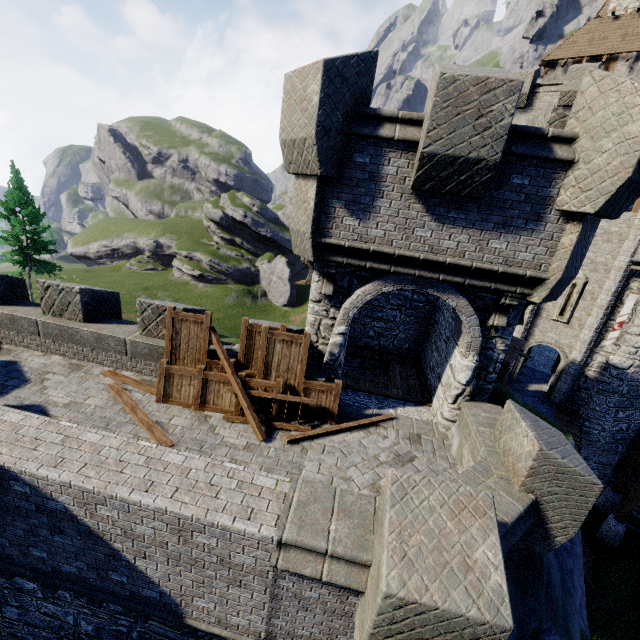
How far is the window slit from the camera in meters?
16.7 m

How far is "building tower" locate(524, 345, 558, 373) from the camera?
22.9 meters

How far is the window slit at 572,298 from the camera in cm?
1673

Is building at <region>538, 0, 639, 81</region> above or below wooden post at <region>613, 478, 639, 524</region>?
above

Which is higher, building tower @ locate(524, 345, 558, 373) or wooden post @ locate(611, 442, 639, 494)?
building tower @ locate(524, 345, 558, 373)

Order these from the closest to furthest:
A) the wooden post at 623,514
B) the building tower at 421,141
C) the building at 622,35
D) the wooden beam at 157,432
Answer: the building tower at 421,141 → the wooden beam at 157,432 → the wooden post at 623,514 → the building at 622,35

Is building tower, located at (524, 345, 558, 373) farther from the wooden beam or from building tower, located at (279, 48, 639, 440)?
the wooden beam

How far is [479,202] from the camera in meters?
6.2
